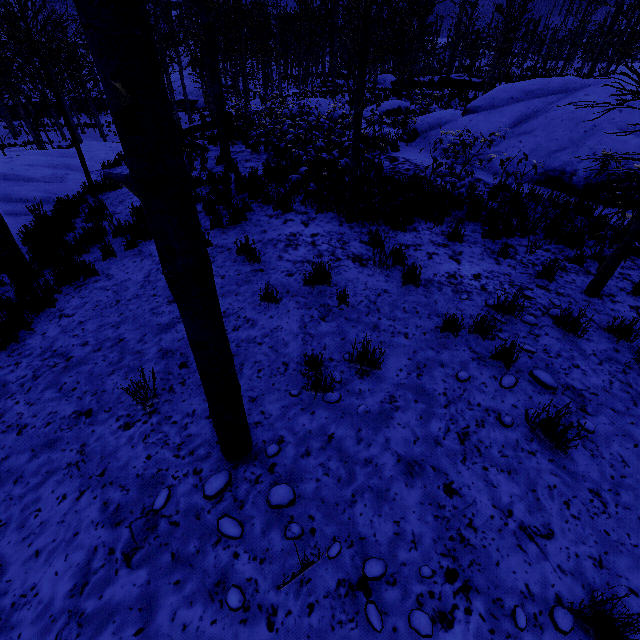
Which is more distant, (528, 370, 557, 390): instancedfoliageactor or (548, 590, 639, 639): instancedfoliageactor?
(528, 370, 557, 390): instancedfoliageactor

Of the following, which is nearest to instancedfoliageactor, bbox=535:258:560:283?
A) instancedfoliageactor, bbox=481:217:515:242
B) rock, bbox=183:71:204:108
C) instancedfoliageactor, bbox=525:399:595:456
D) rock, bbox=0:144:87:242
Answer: instancedfoliageactor, bbox=481:217:515:242

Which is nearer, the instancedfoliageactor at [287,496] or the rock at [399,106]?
the instancedfoliageactor at [287,496]

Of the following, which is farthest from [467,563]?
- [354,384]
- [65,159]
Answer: [65,159]

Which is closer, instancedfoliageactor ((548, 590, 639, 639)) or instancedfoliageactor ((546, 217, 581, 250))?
instancedfoliageactor ((548, 590, 639, 639))

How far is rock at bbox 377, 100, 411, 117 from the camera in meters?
19.7

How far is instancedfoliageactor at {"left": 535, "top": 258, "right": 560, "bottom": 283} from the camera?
5.0m

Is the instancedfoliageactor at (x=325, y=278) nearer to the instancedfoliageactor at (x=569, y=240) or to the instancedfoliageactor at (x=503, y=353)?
the instancedfoliageactor at (x=503, y=353)
